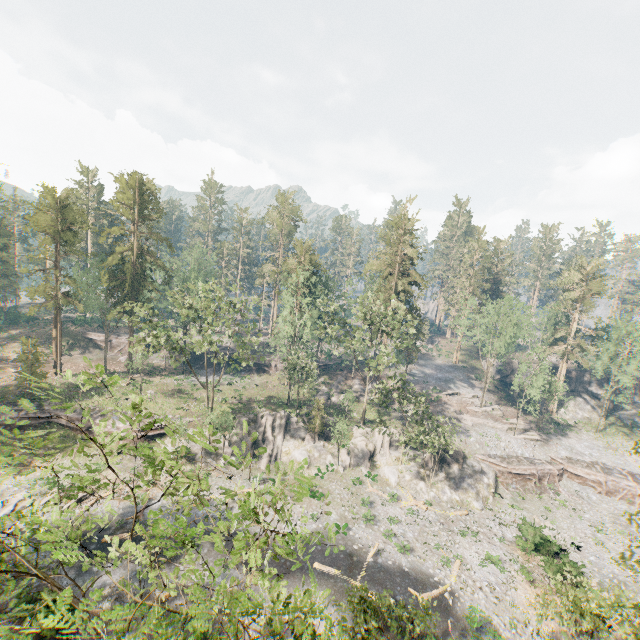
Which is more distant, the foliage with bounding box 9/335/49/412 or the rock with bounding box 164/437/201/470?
the rock with bounding box 164/437/201/470

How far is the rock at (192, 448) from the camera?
37.1 meters

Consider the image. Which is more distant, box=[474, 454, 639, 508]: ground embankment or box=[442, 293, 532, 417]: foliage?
box=[442, 293, 532, 417]: foliage

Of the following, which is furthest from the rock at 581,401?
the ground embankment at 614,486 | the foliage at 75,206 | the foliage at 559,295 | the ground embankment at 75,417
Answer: the ground embankment at 75,417

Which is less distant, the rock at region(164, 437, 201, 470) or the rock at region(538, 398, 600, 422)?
the rock at region(164, 437, 201, 470)

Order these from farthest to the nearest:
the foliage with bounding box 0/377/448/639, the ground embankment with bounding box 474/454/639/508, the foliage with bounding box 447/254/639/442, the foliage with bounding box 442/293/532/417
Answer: the foliage with bounding box 442/293/532/417, the foliage with bounding box 447/254/639/442, the ground embankment with bounding box 474/454/639/508, the foliage with bounding box 0/377/448/639

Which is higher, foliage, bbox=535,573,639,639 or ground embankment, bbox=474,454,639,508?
foliage, bbox=535,573,639,639

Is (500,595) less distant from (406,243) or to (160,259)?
(406,243)
